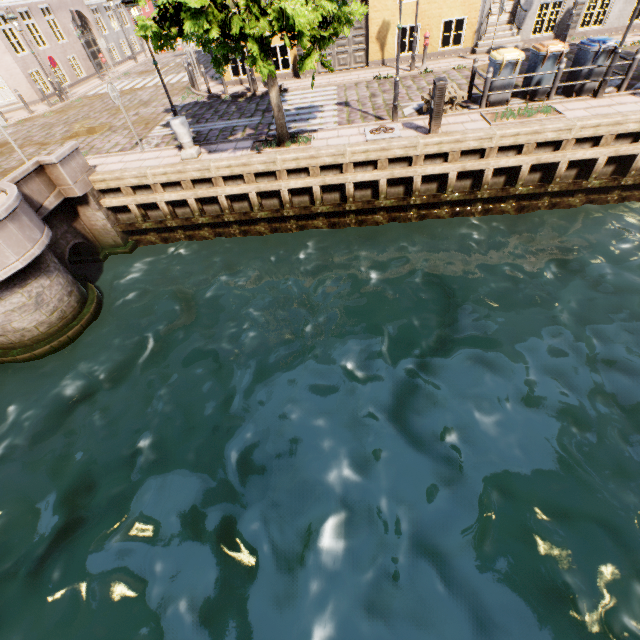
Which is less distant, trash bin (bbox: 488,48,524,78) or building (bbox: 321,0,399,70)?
trash bin (bbox: 488,48,524,78)

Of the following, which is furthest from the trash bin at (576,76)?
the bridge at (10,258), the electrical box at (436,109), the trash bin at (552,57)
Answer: the bridge at (10,258)

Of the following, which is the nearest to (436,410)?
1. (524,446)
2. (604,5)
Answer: (524,446)

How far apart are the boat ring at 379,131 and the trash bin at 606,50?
5.6 meters

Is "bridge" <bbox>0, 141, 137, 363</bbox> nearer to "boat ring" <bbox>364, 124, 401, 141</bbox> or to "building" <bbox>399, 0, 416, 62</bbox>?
"boat ring" <bbox>364, 124, 401, 141</bbox>

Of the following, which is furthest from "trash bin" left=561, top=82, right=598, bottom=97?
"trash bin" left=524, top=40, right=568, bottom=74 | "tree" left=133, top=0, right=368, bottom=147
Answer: "tree" left=133, top=0, right=368, bottom=147

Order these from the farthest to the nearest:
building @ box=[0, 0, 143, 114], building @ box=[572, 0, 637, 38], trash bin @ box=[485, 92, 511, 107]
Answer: building @ box=[0, 0, 143, 114] → building @ box=[572, 0, 637, 38] → trash bin @ box=[485, 92, 511, 107]

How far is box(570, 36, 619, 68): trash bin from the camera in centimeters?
898cm
